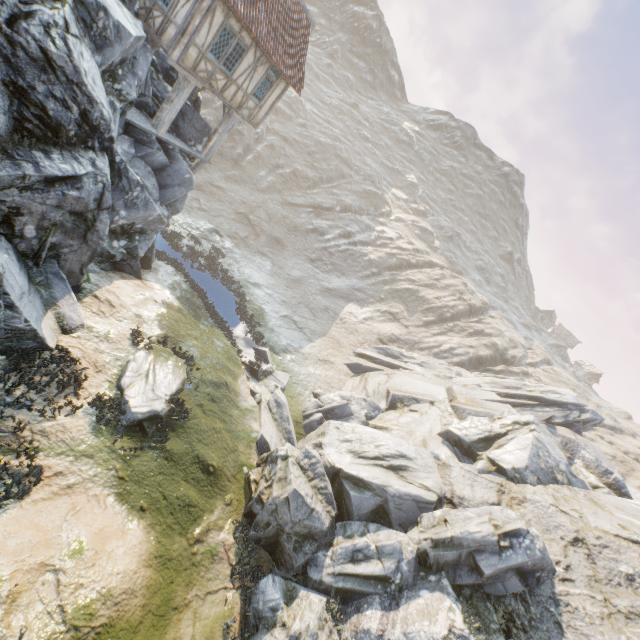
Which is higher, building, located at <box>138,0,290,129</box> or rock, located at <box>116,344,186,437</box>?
building, located at <box>138,0,290,129</box>

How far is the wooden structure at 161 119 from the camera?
14.00m

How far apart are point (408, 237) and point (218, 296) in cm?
3754

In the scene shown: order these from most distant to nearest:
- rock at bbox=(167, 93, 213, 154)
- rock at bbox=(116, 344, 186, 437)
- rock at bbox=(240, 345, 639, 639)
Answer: rock at bbox=(167, 93, 213, 154) < rock at bbox=(116, 344, 186, 437) < rock at bbox=(240, 345, 639, 639)

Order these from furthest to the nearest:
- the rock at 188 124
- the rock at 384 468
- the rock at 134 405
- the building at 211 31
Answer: the rock at 188 124, the building at 211 31, the rock at 134 405, the rock at 384 468

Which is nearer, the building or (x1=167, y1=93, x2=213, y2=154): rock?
the building

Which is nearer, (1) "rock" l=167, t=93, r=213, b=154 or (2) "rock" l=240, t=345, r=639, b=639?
(2) "rock" l=240, t=345, r=639, b=639
